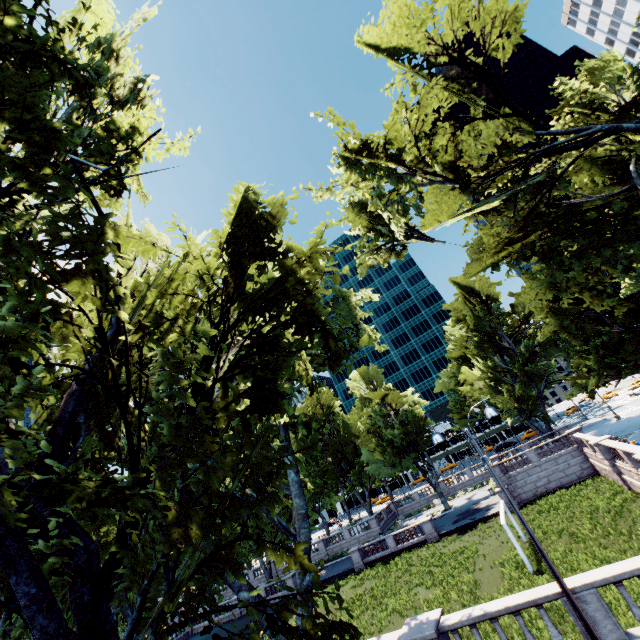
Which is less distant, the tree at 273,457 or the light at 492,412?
the tree at 273,457

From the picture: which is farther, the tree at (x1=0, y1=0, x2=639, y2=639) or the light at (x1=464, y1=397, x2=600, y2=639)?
the light at (x1=464, y1=397, x2=600, y2=639)

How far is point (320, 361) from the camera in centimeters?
1452cm
